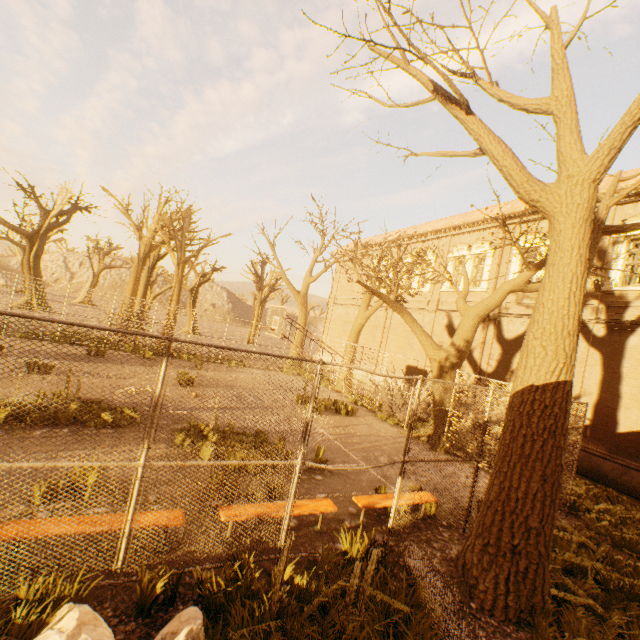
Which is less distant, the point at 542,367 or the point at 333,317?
the point at 542,367

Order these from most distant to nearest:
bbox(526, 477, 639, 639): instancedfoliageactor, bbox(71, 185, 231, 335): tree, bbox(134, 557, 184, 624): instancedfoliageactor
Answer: bbox(71, 185, 231, 335): tree
bbox(526, 477, 639, 639): instancedfoliageactor
bbox(134, 557, 184, 624): instancedfoliageactor

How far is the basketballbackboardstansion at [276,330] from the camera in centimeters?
1206cm

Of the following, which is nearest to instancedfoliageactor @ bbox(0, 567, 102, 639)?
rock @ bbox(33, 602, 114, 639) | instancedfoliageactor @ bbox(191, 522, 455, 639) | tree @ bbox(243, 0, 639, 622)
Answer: rock @ bbox(33, 602, 114, 639)

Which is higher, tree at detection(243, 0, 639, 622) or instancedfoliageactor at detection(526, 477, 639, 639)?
tree at detection(243, 0, 639, 622)

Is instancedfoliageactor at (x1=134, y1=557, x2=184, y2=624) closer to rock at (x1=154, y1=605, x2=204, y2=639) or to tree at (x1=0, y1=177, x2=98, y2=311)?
rock at (x1=154, y1=605, x2=204, y2=639)

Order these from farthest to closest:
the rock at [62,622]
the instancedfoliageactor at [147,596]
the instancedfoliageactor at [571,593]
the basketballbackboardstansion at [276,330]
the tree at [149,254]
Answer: the tree at [149,254]
the basketballbackboardstansion at [276,330]
the instancedfoliageactor at [571,593]
the instancedfoliageactor at [147,596]
the rock at [62,622]
